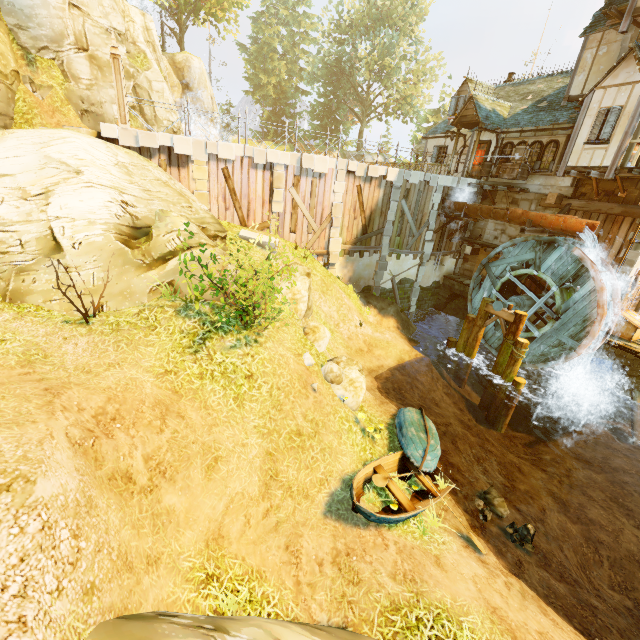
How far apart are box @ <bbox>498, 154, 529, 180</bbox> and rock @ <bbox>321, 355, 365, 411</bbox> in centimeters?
1462cm

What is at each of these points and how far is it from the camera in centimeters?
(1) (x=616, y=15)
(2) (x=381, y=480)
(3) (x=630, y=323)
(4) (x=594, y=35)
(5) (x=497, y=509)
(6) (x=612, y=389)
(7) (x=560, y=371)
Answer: (1) wooden platform, 1393cm
(2) oar, 767cm
(3) box, 1415cm
(4) building, 1545cm
(5) rock, 913cm
(6) stone arch, 1548cm
(7) stone arch, 1670cm

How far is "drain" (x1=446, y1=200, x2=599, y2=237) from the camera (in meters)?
13.75

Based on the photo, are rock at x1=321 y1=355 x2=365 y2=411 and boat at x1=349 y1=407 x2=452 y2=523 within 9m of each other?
yes

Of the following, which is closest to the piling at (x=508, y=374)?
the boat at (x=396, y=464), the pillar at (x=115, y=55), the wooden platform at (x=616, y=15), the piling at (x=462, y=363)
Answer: the piling at (x=462, y=363)

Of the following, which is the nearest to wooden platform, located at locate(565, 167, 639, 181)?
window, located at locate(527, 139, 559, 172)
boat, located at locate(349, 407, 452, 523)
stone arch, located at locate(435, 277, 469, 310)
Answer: window, located at locate(527, 139, 559, 172)

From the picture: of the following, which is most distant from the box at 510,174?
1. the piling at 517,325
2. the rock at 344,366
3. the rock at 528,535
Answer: the rock at 528,535

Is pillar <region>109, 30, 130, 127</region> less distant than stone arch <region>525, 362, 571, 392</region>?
Yes
